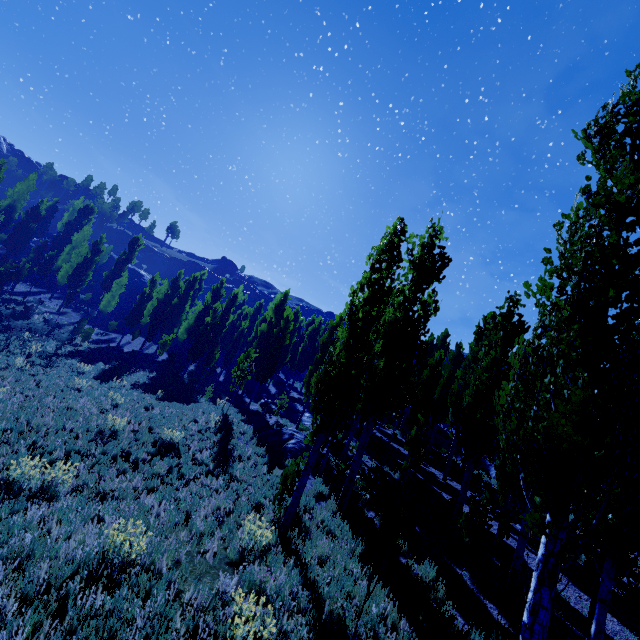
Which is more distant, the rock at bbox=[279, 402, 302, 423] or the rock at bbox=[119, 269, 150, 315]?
the rock at bbox=[119, 269, 150, 315]

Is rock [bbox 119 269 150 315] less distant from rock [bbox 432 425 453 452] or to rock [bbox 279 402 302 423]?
rock [bbox 279 402 302 423]

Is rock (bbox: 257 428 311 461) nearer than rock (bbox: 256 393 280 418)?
Yes

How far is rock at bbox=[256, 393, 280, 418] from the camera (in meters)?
25.39

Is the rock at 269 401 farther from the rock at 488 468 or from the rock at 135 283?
the rock at 135 283

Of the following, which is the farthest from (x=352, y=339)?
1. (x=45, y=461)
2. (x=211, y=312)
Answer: (x=211, y=312)

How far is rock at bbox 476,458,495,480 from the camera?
22.5 meters

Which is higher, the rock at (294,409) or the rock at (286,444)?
the rock at (294,409)
